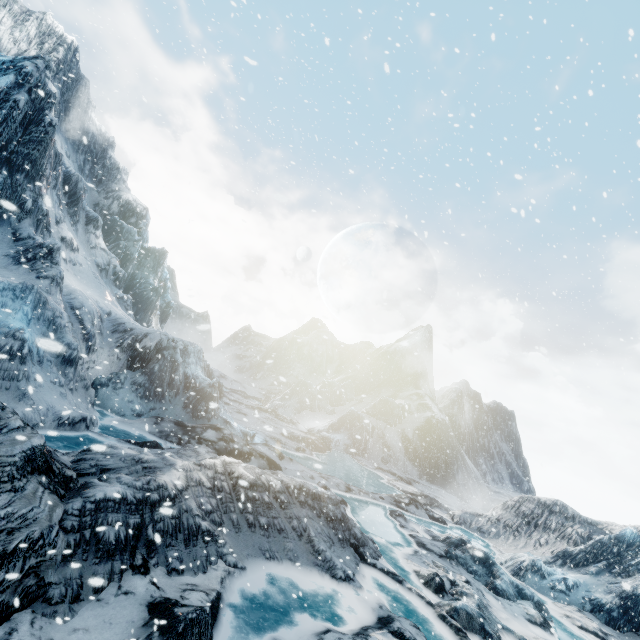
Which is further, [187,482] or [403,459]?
[403,459]
